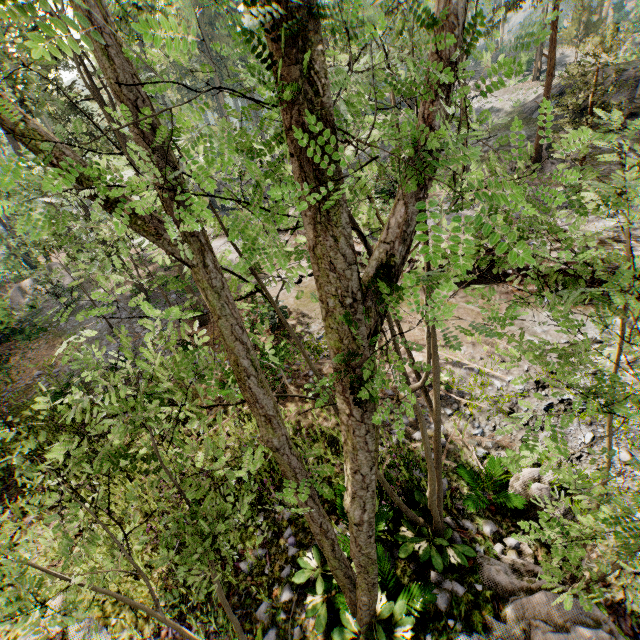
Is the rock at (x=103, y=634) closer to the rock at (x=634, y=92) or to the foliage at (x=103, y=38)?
the foliage at (x=103, y=38)

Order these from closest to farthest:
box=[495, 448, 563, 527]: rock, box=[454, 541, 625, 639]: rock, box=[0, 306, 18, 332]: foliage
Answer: box=[454, 541, 625, 639]: rock → box=[495, 448, 563, 527]: rock → box=[0, 306, 18, 332]: foliage

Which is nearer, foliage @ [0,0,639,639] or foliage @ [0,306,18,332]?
foliage @ [0,0,639,639]

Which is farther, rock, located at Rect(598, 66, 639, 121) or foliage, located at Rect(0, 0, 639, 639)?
rock, located at Rect(598, 66, 639, 121)

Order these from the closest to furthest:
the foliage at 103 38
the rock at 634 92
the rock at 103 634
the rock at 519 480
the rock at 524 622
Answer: the foliage at 103 38
the rock at 524 622
the rock at 103 634
the rock at 519 480
the rock at 634 92

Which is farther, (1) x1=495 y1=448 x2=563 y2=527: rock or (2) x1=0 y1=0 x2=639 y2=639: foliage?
(1) x1=495 y1=448 x2=563 y2=527: rock

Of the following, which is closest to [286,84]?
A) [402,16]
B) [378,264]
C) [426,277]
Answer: [378,264]

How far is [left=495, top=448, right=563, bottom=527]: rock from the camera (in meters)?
6.97
